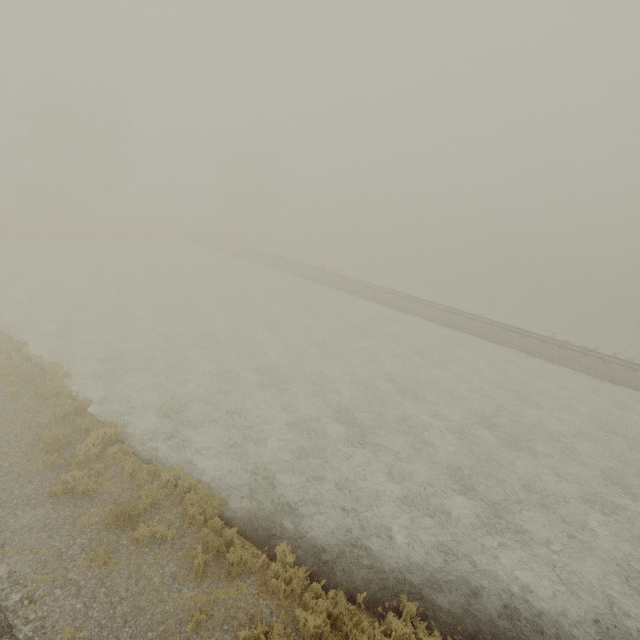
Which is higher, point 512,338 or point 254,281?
point 512,338
